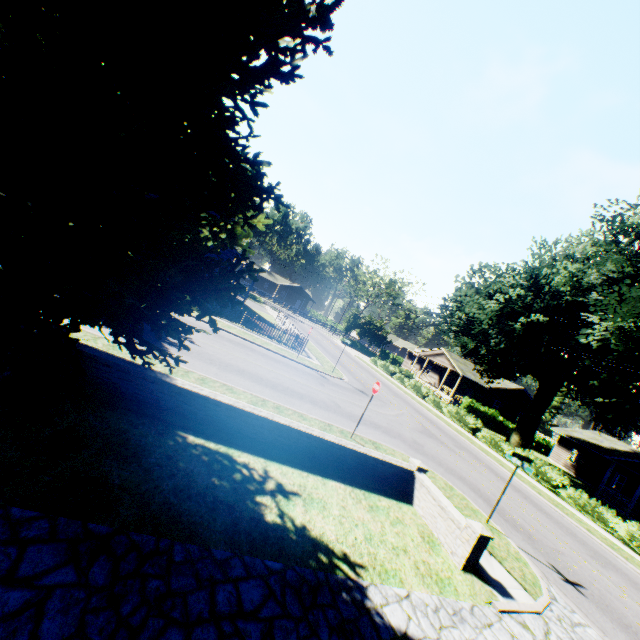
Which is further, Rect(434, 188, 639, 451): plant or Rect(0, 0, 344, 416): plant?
Rect(434, 188, 639, 451): plant

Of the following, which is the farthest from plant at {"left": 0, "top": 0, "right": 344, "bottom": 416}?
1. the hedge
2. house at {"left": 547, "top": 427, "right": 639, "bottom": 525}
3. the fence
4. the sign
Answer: the sign

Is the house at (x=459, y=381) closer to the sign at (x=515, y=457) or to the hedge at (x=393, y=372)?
the hedge at (x=393, y=372)

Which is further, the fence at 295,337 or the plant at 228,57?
the fence at 295,337

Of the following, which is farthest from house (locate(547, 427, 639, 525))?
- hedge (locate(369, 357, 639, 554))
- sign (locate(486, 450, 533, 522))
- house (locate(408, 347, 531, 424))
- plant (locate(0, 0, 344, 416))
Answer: sign (locate(486, 450, 533, 522))

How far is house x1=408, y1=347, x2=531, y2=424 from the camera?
43.0 meters

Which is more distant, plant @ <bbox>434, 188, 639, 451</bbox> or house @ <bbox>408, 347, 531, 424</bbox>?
house @ <bbox>408, 347, 531, 424</bbox>

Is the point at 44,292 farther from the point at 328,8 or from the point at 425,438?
the point at 425,438
